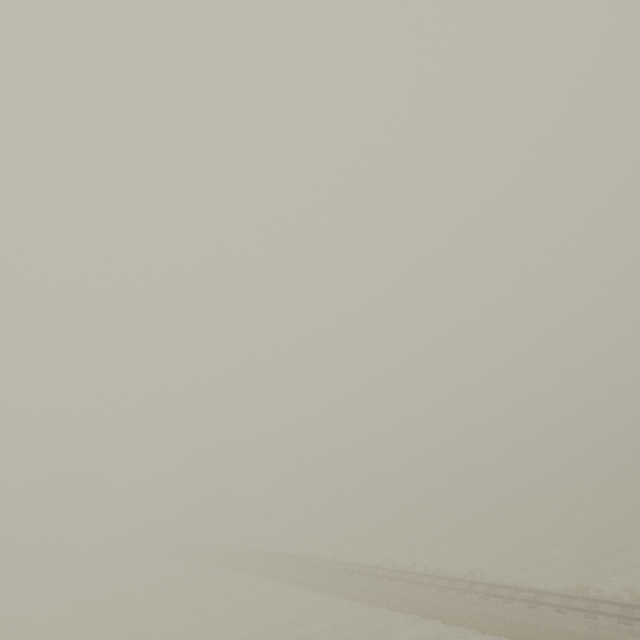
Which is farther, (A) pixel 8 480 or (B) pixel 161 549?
(A) pixel 8 480
